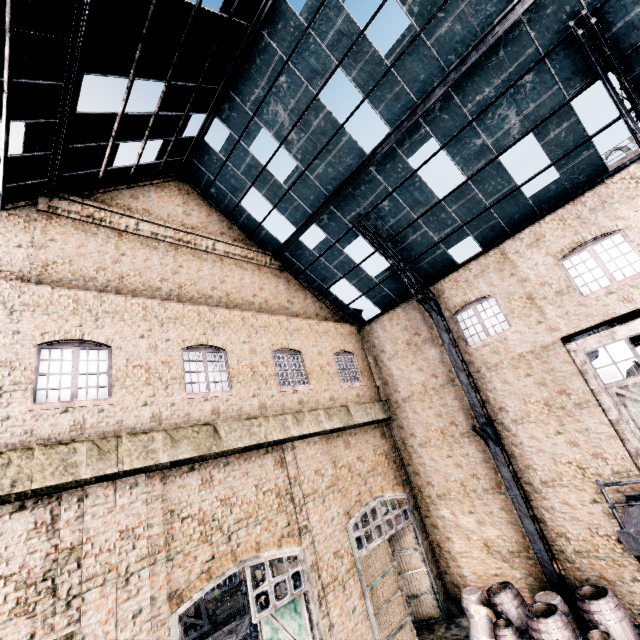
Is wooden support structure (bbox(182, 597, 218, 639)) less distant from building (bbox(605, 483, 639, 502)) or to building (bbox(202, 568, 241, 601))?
building (bbox(202, 568, 241, 601))

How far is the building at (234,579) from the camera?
31.6 meters

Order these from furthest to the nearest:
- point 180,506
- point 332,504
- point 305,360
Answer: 1. point 305,360
2. point 332,504
3. point 180,506

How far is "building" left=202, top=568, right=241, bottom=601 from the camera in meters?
31.6

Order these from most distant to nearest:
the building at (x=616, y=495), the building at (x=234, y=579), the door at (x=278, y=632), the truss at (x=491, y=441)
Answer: Result: the building at (x=234, y=579) → the truss at (x=491, y=441) → the building at (x=616, y=495) → the door at (x=278, y=632)

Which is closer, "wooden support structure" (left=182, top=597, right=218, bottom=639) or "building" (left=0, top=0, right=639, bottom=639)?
"building" (left=0, top=0, right=639, bottom=639)

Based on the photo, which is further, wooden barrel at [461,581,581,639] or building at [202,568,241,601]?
building at [202,568,241,601]

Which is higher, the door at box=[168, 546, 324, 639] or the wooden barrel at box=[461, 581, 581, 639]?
the door at box=[168, 546, 324, 639]
